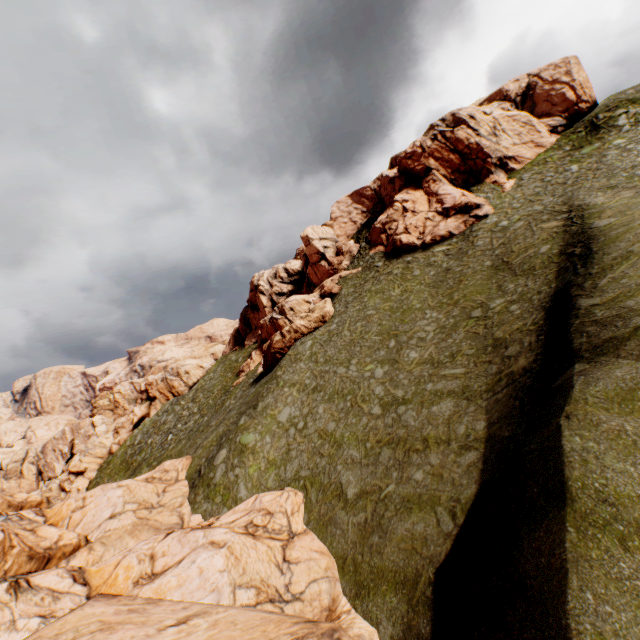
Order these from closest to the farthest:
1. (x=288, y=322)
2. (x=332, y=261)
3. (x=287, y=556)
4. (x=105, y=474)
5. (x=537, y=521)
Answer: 1. (x=537, y=521)
2. (x=287, y=556)
3. (x=288, y=322)
4. (x=332, y=261)
5. (x=105, y=474)

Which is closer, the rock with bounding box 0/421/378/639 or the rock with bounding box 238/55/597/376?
the rock with bounding box 0/421/378/639

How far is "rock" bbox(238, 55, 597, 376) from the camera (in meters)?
37.84

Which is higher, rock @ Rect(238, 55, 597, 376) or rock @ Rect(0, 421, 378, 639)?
rock @ Rect(238, 55, 597, 376)

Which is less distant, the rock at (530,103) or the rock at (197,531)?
the rock at (197,531)

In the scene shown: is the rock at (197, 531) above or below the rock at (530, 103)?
below
